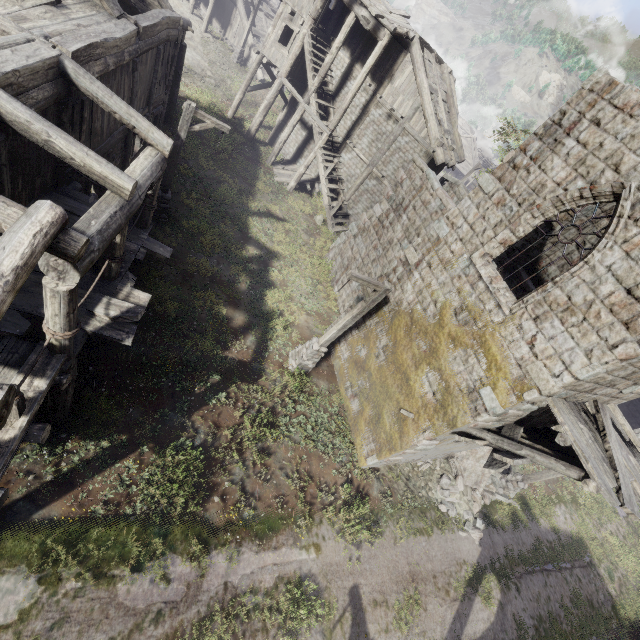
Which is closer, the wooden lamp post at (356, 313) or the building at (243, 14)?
the wooden lamp post at (356, 313)

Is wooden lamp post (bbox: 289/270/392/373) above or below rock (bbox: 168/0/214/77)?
above

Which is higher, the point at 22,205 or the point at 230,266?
the point at 22,205

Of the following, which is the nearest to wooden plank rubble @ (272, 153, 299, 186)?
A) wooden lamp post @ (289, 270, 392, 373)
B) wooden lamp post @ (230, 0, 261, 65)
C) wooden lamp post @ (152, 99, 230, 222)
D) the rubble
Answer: wooden lamp post @ (152, 99, 230, 222)

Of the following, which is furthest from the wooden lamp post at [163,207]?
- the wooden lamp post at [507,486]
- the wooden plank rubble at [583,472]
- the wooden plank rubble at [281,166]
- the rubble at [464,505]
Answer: the wooden lamp post at [507,486]

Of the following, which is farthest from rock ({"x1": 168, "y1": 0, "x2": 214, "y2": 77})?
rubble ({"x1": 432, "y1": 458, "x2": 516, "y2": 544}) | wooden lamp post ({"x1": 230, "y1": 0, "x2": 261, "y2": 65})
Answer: rubble ({"x1": 432, "y1": 458, "x2": 516, "y2": 544})

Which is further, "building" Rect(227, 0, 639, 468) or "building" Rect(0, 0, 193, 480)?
"building" Rect(227, 0, 639, 468)

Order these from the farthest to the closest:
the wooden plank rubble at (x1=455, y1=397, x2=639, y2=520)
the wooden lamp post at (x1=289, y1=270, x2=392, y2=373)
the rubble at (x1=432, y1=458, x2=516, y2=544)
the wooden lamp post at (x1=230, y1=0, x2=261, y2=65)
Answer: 1. the wooden lamp post at (x1=230, y1=0, x2=261, y2=65)
2. the rubble at (x1=432, y1=458, x2=516, y2=544)
3. the wooden lamp post at (x1=289, y1=270, x2=392, y2=373)
4. the wooden plank rubble at (x1=455, y1=397, x2=639, y2=520)
